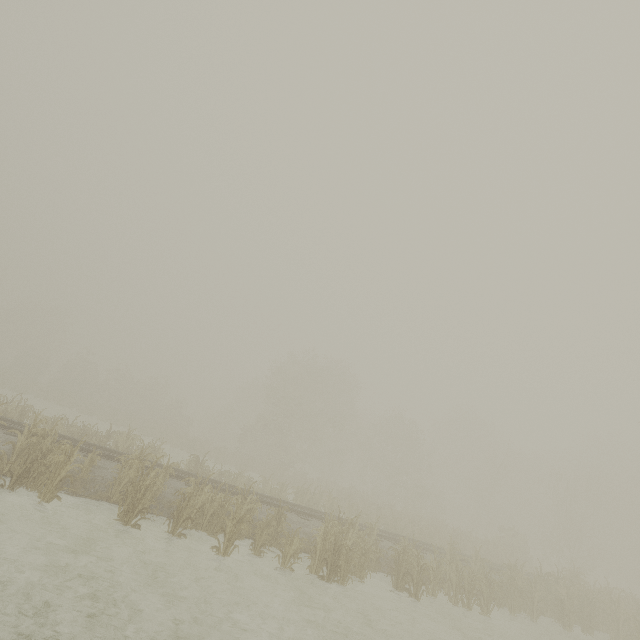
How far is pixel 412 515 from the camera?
27.89m
